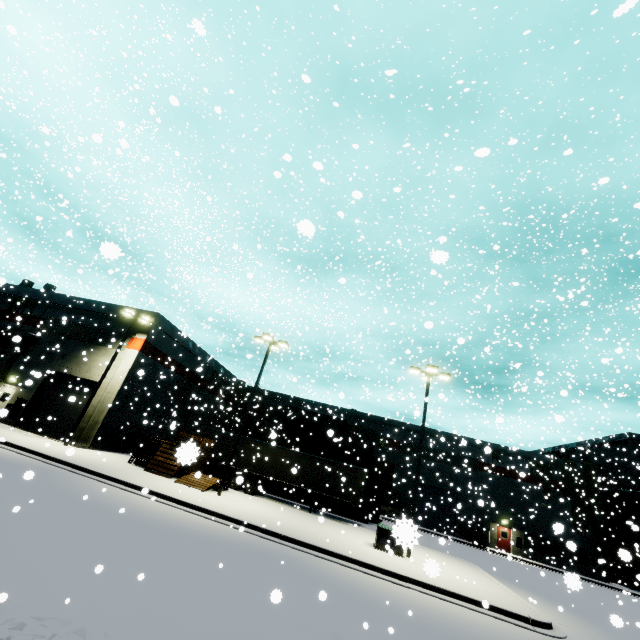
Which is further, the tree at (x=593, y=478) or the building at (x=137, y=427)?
the tree at (x=593, y=478)

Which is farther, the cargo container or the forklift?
the forklift

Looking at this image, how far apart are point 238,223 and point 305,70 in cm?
2073

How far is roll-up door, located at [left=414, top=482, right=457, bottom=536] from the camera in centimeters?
3597cm

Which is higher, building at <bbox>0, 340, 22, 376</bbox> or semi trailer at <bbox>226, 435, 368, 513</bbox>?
building at <bbox>0, 340, 22, 376</bbox>

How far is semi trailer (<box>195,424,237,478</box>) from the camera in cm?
2447

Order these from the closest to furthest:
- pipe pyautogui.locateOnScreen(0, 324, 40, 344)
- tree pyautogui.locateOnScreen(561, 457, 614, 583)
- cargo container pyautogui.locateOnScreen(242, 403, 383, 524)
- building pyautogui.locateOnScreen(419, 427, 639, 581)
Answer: pipe pyautogui.locateOnScreen(0, 324, 40, 344) → cargo container pyautogui.locateOnScreen(242, 403, 383, 524) → tree pyautogui.locateOnScreen(561, 457, 614, 583) → building pyautogui.locateOnScreen(419, 427, 639, 581)

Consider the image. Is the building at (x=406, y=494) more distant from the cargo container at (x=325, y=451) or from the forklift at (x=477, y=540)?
the cargo container at (x=325, y=451)
